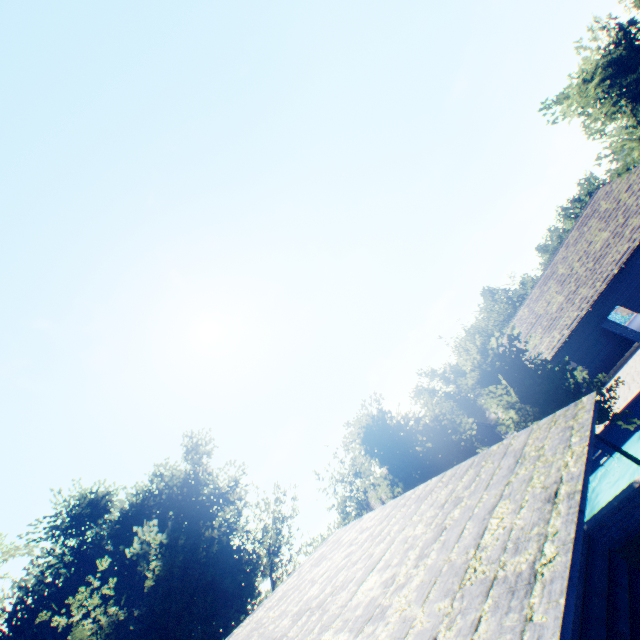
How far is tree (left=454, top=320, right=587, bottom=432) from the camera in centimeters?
953cm

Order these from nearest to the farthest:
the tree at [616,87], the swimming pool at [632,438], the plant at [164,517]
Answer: the tree at [616,87] → the swimming pool at [632,438] → the plant at [164,517]

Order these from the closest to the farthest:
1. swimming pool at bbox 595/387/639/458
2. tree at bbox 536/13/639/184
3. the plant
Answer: tree at bbox 536/13/639/184 < swimming pool at bbox 595/387/639/458 < the plant

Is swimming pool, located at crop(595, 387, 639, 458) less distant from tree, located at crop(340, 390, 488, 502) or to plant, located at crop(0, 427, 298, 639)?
tree, located at crop(340, 390, 488, 502)

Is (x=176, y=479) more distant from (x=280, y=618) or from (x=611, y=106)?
(x=611, y=106)

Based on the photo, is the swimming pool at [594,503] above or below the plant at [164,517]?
below
